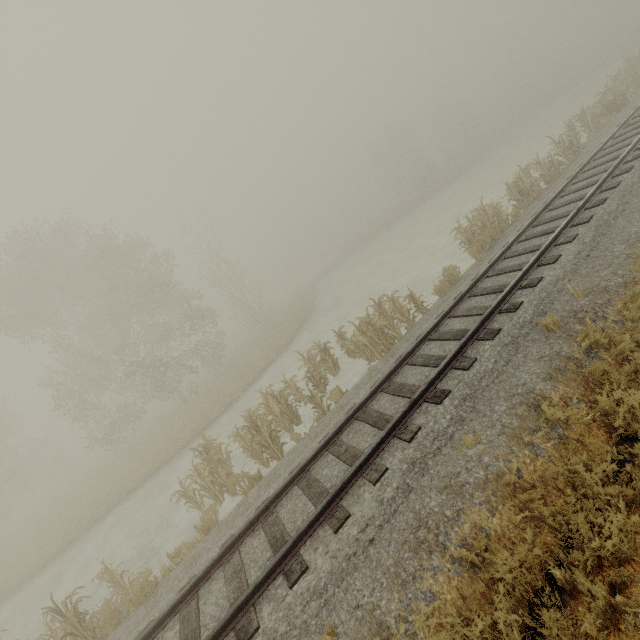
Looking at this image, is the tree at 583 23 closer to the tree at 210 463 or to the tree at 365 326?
the tree at 365 326

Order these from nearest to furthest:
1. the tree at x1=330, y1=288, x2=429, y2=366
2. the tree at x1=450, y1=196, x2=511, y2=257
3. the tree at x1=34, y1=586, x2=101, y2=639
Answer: the tree at x1=34, y1=586, x2=101, y2=639, the tree at x1=330, y1=288, x2=429, y2=366, the tree at x1=450, y1=196, x2=511, y2=257

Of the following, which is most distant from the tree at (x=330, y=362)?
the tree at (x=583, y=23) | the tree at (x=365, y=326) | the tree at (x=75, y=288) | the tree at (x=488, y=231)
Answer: the tree at (x=583, y=23)

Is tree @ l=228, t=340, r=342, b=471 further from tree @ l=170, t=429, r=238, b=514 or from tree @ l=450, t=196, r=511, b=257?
tree @ l=450, t=196, r=511, b=257

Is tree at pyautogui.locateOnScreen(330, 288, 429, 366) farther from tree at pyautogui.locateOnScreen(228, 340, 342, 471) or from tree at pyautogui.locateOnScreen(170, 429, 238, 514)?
tree at pyautogui.locateOnScreen(170, 429, 238, 514)

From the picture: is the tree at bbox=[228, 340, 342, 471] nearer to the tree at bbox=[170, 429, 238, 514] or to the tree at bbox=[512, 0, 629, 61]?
the tree at bbox=[170, 429, 238, 514]

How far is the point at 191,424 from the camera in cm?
1941
